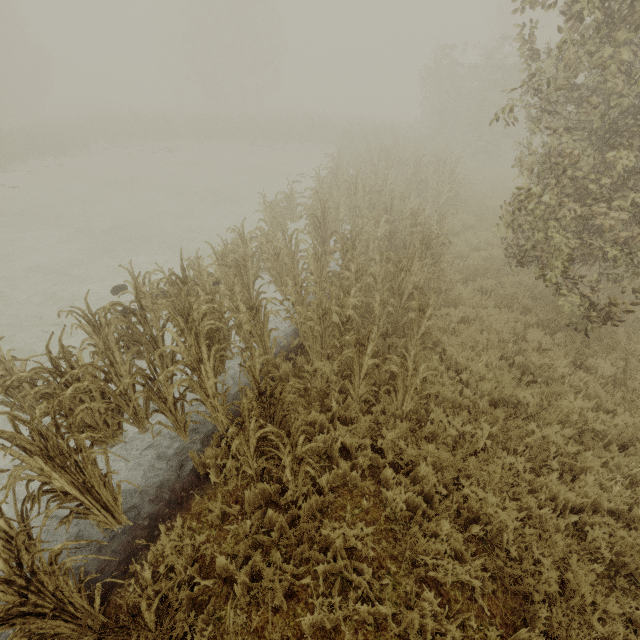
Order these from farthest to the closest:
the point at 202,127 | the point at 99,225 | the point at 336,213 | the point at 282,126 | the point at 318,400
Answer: the point at 282,126 → the point at 202,127 → the point at 99,225 → the point at 336,213 → the point at 318,400
